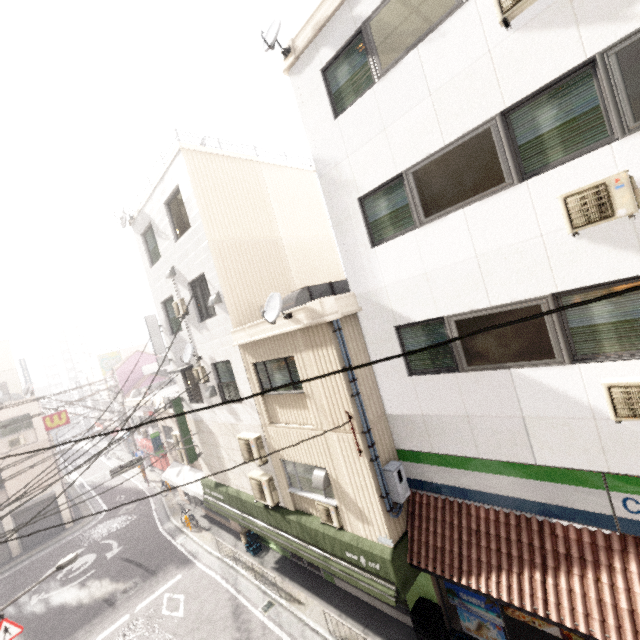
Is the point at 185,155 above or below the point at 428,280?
above

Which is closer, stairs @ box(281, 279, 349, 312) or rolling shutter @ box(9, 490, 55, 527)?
stairs @ box(281, 279, 349, 312)

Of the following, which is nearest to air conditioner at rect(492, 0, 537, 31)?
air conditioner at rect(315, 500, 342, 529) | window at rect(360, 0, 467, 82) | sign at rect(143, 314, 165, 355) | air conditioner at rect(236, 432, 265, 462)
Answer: window at rect(360, 0, 467, 82)

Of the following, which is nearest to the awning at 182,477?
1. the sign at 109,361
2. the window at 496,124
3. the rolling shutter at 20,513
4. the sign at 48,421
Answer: the rolling shutter at 20,513

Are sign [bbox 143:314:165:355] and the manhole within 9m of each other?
no

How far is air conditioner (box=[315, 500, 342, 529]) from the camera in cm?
823

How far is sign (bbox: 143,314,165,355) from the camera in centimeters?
1367cm

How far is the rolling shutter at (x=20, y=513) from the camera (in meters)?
19.63
